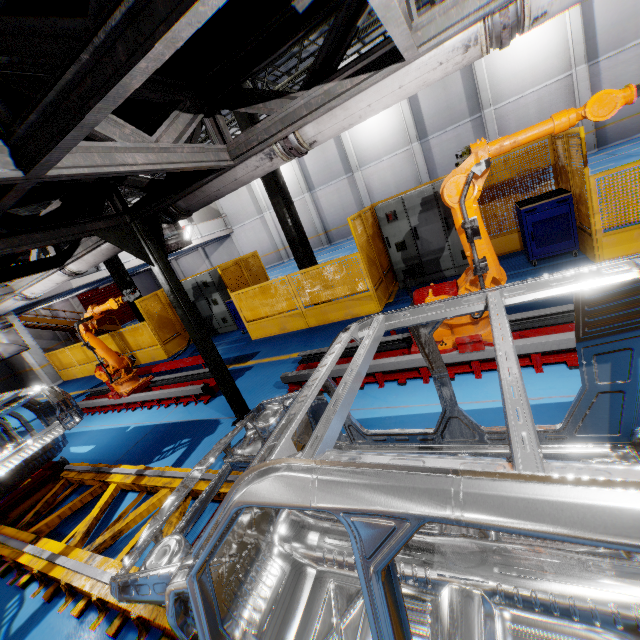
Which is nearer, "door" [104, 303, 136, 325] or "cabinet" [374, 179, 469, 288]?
"cabinet" [374, 179, 469, 288]

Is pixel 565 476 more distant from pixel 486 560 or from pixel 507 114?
pixel 507 114

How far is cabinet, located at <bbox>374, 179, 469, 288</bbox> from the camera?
7.30m

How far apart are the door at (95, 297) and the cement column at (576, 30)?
35.5m

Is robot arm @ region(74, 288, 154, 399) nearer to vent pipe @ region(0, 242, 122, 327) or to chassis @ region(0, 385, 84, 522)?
chassis @ region(0, 385, 84, 522)

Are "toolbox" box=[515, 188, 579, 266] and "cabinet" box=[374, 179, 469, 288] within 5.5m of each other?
yes

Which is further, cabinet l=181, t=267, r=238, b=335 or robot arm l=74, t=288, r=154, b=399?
cabinet l=181, t=267, r=238, b=335

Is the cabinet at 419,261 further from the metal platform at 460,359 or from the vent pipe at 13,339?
the vent pipe at 13,339
